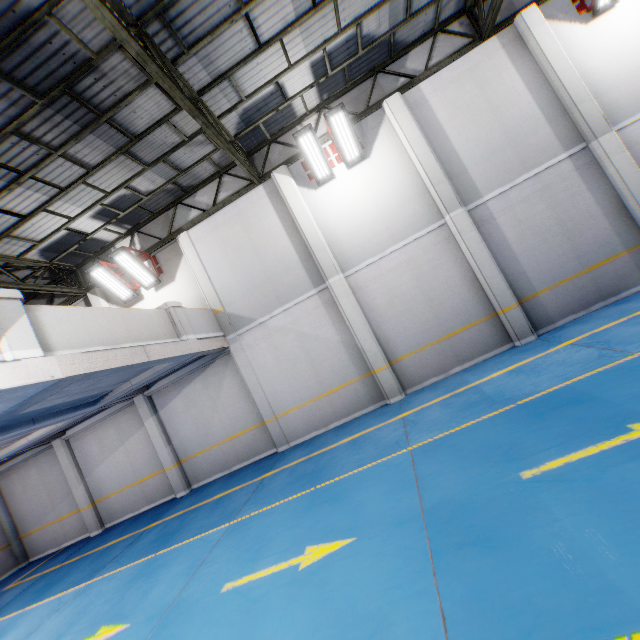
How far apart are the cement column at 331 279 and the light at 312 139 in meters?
0.5 m

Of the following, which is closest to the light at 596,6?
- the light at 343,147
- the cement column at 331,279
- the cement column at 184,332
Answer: the light at 343,147

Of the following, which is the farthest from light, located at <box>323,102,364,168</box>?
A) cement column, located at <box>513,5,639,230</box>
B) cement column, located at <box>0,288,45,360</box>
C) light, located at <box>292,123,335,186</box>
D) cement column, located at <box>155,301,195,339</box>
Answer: cement column, located at <box>0,288,45,360</box>

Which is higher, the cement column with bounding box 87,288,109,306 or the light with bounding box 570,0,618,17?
the cement column with bounding box 87,288,109,306

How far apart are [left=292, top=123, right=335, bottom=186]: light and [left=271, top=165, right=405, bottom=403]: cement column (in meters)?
0.51

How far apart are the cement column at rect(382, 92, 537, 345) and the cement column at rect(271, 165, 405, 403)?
3.2m

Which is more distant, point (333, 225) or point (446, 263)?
point (333, 225)

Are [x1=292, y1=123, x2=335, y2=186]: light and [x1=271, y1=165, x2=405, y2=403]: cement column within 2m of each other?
yes
